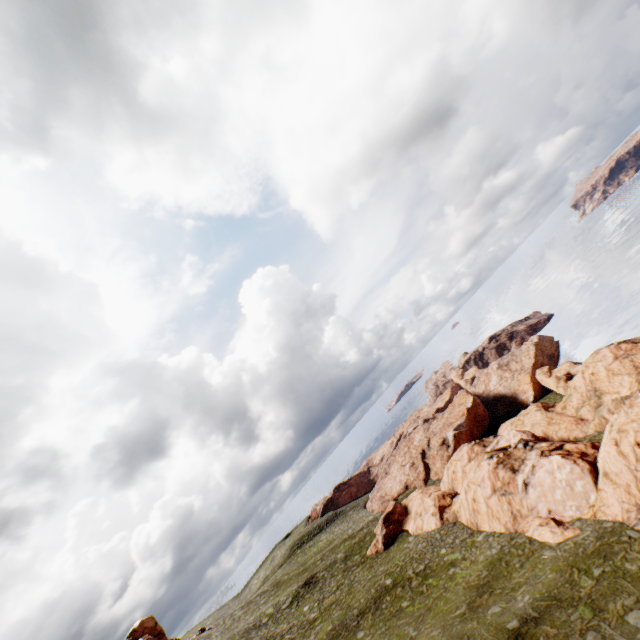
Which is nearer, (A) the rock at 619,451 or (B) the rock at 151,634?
(A) the rock at 619,451

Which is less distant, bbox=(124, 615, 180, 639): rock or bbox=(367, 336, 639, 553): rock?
bbox=(367, 336, 639, 553): rock

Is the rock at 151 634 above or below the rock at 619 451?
above

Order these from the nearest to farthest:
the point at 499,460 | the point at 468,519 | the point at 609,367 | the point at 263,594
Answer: the point at 499,460 < the point at 468,519 < the point at 609,367 < the point at 263,594

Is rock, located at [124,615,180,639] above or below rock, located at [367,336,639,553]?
above
